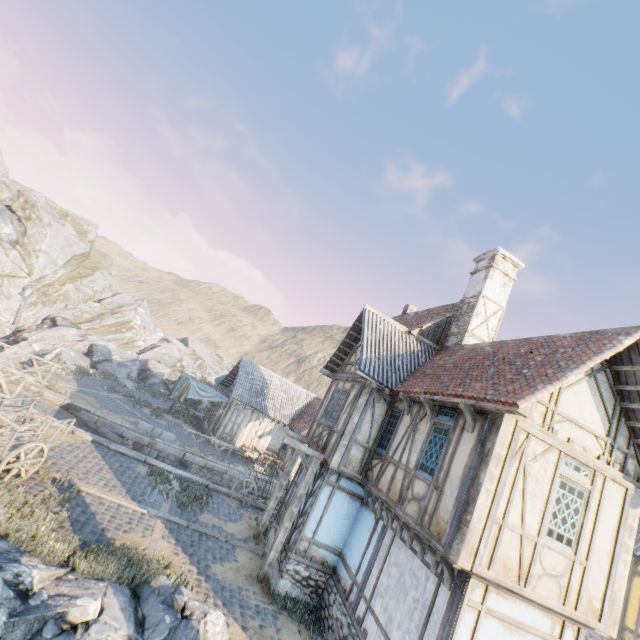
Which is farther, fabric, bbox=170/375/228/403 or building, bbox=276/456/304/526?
fabric, bbox=170/375/228/403

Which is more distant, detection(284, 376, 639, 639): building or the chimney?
the chimney

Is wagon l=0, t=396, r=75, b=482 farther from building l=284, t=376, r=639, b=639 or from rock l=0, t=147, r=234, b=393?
building l=284, t=376, r=639, b=639

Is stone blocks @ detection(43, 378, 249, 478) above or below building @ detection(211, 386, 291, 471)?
below

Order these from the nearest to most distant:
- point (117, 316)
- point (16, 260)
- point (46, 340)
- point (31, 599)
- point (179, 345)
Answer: point (31, 599), point (46, 340), point (16, 260), point (117, 316), point (179, 345)

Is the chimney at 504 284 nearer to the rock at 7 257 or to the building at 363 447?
the building at 363 447

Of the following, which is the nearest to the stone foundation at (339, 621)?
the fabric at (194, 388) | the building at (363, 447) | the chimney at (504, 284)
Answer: the building at (363, 447)

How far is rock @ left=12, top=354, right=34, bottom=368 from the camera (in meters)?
23.48
